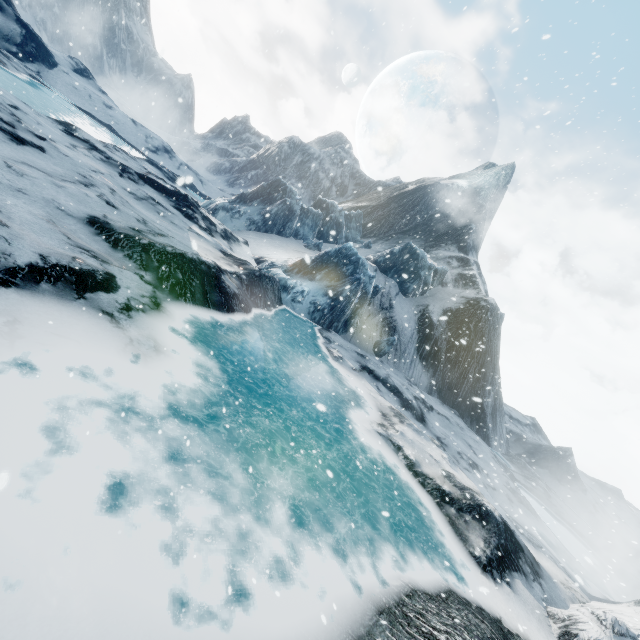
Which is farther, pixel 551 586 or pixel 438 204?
pixel 438 204
